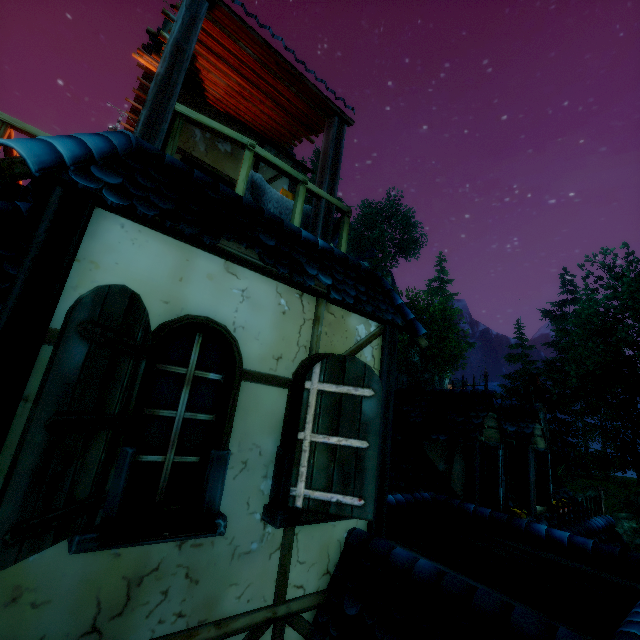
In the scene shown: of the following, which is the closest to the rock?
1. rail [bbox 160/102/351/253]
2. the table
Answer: rail [bbox 160/102/351/253]

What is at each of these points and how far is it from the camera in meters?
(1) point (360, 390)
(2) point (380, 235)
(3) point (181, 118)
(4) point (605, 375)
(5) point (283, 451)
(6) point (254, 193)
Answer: (1) window shutters, 3.0
(2) tree, 47.1
(3) rail, 3.4
(4) tree, 28.2
(5) window, 2.9
(6) table, 4.1

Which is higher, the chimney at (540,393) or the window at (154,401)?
the chimney at (540,393)

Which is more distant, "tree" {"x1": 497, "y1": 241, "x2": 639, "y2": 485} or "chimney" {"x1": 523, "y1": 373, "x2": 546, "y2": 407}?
"tree" {"x1": 497, "y1": 241, "x2": 639, "y2": 485}

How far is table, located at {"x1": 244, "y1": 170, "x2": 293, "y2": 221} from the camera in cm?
407

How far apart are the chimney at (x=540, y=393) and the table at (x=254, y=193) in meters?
10.5

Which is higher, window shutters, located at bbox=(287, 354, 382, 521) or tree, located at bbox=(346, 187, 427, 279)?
tree, located at bbox=(346, 187, 427, 279)

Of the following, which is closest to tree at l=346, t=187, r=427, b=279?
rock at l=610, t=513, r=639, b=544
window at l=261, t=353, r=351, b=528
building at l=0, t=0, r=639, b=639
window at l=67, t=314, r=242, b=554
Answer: rock at l=610, t=513, r=639, b=544
